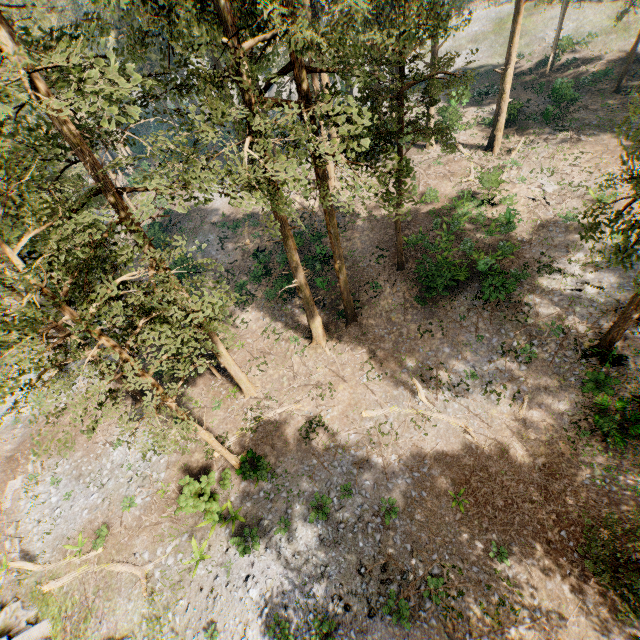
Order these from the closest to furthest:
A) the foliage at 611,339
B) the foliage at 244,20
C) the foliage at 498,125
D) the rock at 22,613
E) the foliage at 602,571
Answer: the foliage at 244,20, the foliage at 602,571, the foliage at 611,339, the rock at 22,613, the foliage at 498,125

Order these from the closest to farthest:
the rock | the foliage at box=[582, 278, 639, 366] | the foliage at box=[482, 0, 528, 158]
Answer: the foliage at box=[582, 278, 639, 366] → the rock → the foliage at box=[482, 0, 528, 158]

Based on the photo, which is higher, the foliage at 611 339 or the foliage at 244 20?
the foliage at 244 20

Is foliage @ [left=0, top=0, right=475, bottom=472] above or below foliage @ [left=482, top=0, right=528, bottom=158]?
above

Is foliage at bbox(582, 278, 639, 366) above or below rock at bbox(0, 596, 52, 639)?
above

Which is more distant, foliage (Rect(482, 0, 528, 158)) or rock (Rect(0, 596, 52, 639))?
foliage (Rect(482, 0, 528, 158))

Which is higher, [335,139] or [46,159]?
[46,159]
